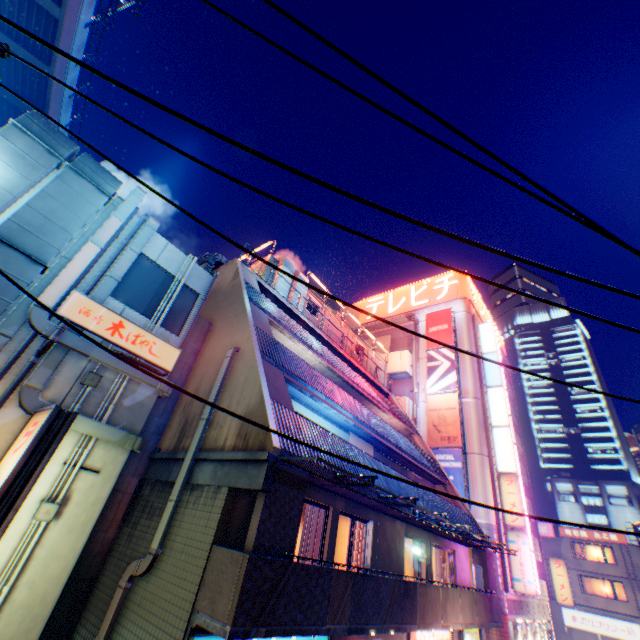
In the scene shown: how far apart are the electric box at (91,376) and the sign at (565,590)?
39.68m

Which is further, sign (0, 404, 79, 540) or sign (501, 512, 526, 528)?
sign (501, 512, 526, 528)

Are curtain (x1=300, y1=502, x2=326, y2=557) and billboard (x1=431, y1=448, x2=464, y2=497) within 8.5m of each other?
no

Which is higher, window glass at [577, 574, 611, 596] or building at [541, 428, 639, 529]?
building at [541, 428, 639, 529]

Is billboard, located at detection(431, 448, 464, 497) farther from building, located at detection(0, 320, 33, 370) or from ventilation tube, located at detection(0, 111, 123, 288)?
ventilation tube, located at detection(0, 111, 123, 288)

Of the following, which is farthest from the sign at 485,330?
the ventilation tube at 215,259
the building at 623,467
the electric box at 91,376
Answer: the building at 623,467

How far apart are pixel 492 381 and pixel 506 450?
5.8m

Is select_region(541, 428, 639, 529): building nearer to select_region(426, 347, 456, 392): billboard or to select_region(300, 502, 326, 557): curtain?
select_region(426, 347, 456, 392): billboard
